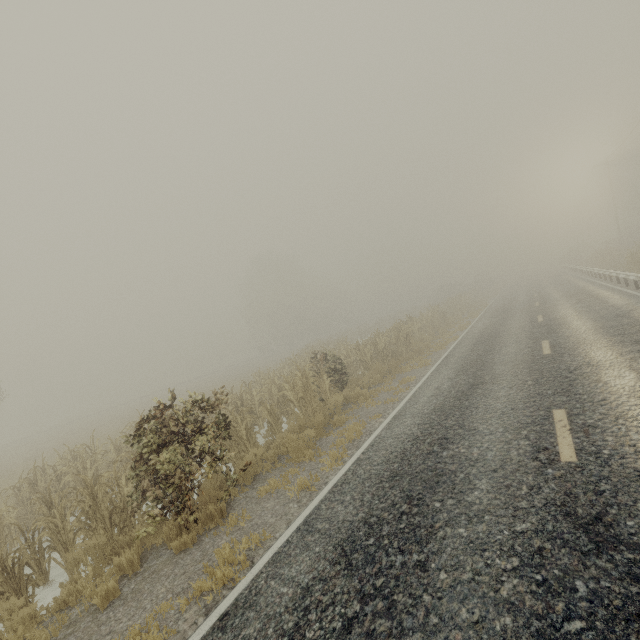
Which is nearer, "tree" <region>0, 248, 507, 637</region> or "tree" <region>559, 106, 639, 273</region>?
"tree" <region>0, 248, 507, 637</region>

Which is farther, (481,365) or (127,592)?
(481,365)

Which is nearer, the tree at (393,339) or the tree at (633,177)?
the tree at (393,339)
